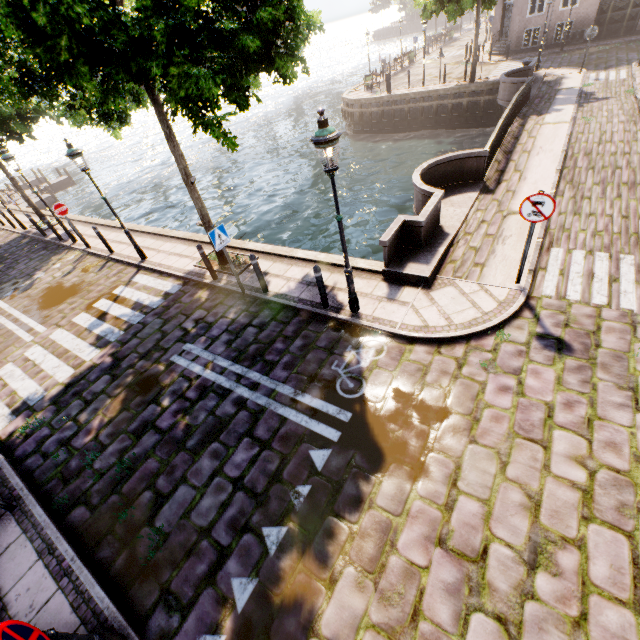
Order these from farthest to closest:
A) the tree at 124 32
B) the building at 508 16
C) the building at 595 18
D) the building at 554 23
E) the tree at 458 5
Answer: the building at 508 16 → the building at 554 23 → the building at 595 18 → the tree at 458 5 → the tree at 124 32

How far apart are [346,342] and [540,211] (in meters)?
4.23

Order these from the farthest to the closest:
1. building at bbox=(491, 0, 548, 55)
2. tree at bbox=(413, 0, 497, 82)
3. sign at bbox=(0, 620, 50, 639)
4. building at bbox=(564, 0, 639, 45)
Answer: building at bbox=(491, 0, 548, 55) → building at bbox=(564, 0, 639, 45) → tree at bbox=(413, 0, 497, 82) → sign at bbox=(0, 620, 50, 639)

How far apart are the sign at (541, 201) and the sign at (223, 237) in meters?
6.1

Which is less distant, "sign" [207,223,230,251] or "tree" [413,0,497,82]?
"sign" [207,223,230,251]

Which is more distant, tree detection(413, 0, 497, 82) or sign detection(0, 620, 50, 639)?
tree detection(413, 0, 497, 82)

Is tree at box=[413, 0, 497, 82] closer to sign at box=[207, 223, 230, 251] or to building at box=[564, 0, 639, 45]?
sign at box=[207, 223, 230, 251]

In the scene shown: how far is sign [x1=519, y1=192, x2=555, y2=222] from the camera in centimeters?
548cm
